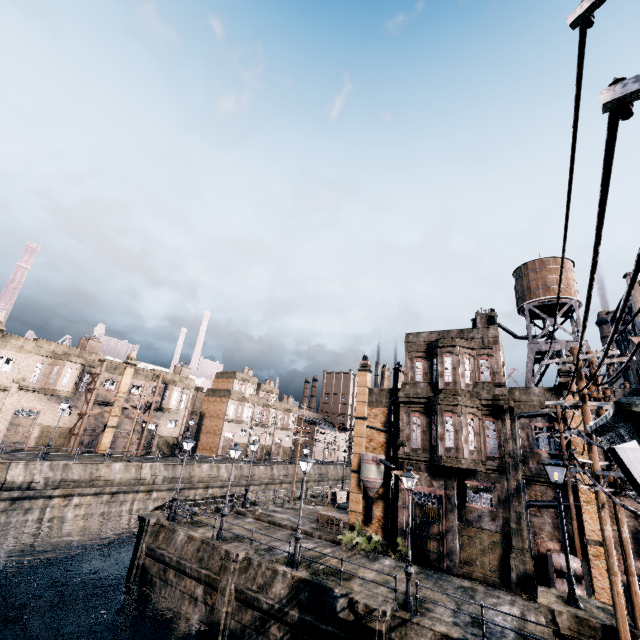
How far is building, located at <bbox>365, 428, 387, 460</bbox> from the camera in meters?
28.5 m

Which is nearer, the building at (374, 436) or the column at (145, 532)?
the column at (145, 532)

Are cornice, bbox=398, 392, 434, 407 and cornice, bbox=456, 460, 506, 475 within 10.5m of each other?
yes

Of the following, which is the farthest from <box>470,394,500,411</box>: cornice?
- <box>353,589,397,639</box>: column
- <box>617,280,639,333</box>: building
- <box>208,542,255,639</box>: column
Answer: <box>208,542,255,639</box>: column

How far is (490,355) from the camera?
24.0 meters

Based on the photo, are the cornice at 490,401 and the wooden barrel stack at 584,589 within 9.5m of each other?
yes

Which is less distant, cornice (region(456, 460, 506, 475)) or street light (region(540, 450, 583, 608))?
street light (region(540, 450, 583, 608))
